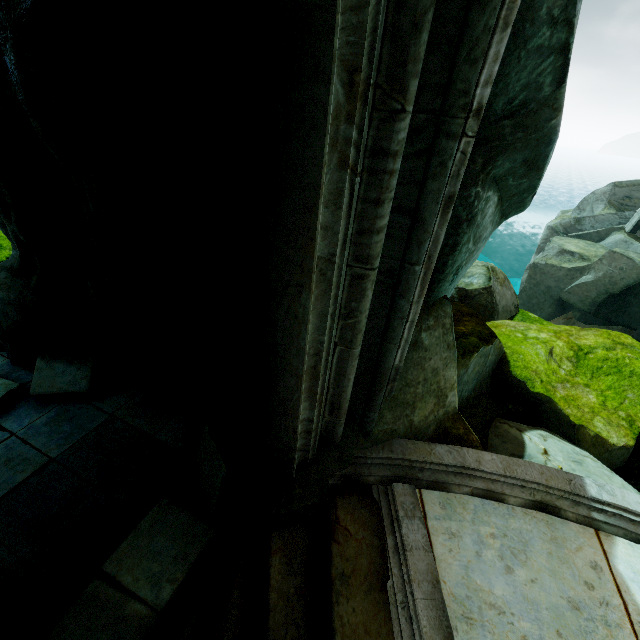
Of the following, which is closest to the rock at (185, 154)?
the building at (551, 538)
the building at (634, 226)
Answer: the building at (551, 538)

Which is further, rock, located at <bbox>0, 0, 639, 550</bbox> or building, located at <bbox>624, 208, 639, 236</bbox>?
building, located at <bbox>624, 208, 639, 236</bbox>

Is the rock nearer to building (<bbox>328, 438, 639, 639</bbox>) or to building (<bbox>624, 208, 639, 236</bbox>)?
building (<bbox>328, 438, 639, 639</bbox>)

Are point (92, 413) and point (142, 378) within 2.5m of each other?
yes

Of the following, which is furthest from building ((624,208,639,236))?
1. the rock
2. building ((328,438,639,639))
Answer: building ((328,438,639,639))
